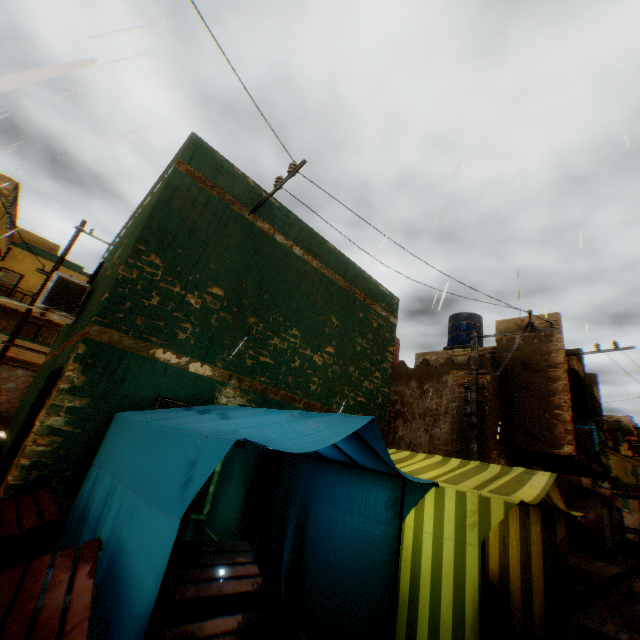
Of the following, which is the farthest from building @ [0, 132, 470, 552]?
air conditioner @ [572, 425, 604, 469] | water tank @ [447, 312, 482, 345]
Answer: water tank @ [447, 312, 482, 345]

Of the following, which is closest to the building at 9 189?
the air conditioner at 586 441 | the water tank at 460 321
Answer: the air conditioner at 586 441

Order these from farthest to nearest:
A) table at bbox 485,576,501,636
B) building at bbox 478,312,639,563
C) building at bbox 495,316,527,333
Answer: building at bbox 495,316,527,333
building at bbox 478,312,639,563
table at bbox 485,576,501,636

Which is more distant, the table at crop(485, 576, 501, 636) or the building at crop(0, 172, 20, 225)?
the building at crop(0, 172, 20, 225)

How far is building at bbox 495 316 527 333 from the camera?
12.4m

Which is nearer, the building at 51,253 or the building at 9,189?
the building at 9,189

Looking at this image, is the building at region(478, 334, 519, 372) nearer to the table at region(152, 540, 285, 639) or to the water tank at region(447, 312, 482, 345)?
the table at region(152, 540, 285, 639)

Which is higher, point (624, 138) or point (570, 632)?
point (624, 138)
